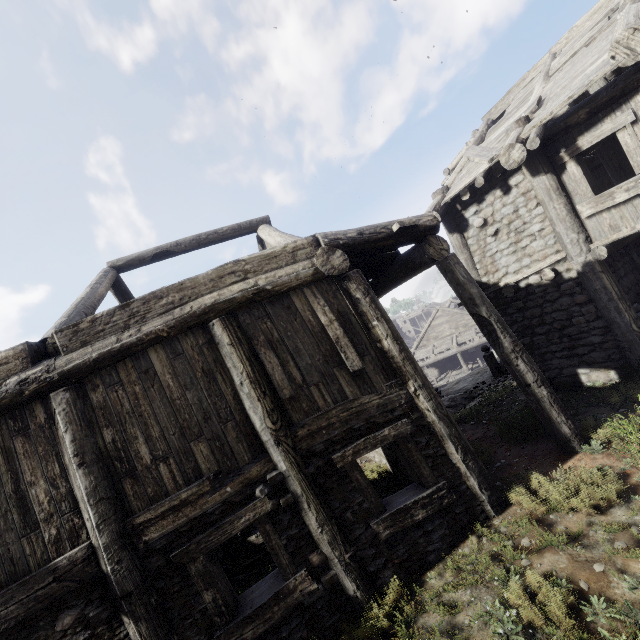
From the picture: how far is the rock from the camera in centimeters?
1130cm

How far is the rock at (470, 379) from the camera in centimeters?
1130cm

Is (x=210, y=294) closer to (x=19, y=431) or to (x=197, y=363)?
(x=197, y=363)

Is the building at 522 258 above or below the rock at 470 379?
above

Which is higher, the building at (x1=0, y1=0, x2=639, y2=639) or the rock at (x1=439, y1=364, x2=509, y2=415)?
the building at (x1=0, y1=0, x2=639, y2=639)

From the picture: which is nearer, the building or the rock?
the building
